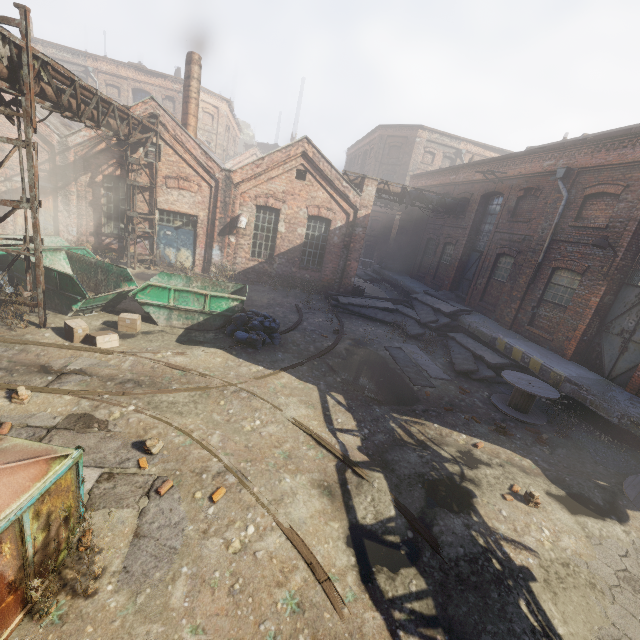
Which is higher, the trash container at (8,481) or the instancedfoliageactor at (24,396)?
the trash container at (8,481)

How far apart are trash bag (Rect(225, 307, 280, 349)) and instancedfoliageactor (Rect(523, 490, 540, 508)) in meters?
7.1

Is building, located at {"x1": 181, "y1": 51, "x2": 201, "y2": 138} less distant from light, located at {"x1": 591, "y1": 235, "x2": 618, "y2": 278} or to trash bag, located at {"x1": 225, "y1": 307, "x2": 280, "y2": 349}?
trash bag, located at {"x1": 225, "y1": 307, "x2": 280, "y2": 349}

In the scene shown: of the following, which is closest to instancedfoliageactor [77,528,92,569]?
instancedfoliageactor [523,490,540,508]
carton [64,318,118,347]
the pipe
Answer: the pipe

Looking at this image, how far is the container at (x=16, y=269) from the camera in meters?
9.8 m

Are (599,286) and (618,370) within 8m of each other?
yes

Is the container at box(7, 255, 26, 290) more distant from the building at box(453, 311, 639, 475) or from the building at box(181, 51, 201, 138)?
the building at box(453, 311, 639, 475)

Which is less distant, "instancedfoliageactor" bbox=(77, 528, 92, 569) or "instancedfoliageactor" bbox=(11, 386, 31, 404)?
"instancedfoliageactor" bbox=(77, 528, 92, 569)
